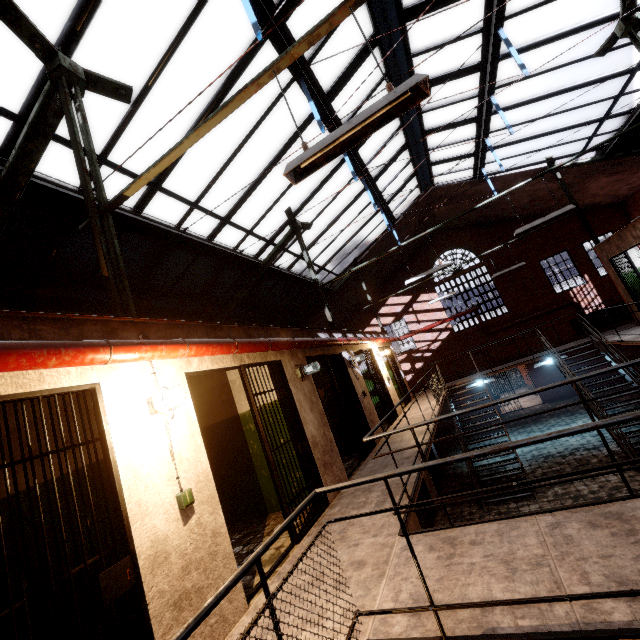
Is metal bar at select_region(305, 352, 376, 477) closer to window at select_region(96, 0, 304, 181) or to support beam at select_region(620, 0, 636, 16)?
support beam at select_region(620, 0, 636, 16)

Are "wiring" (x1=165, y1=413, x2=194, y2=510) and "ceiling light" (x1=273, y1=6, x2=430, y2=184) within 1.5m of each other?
no

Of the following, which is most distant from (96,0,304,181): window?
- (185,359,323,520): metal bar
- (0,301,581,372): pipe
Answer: (185,359,323,520): metal bar

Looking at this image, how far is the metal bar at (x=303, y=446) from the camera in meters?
4.2

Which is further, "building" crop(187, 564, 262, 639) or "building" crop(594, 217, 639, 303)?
"building" crop(594, 217, 639, 303)

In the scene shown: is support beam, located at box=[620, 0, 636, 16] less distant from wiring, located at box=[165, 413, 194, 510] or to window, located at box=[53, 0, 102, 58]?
window, located at box=[53, 0, 102, 58]

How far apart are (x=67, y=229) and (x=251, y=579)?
6.2m

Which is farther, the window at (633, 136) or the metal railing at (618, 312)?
the window at (633, 136)
